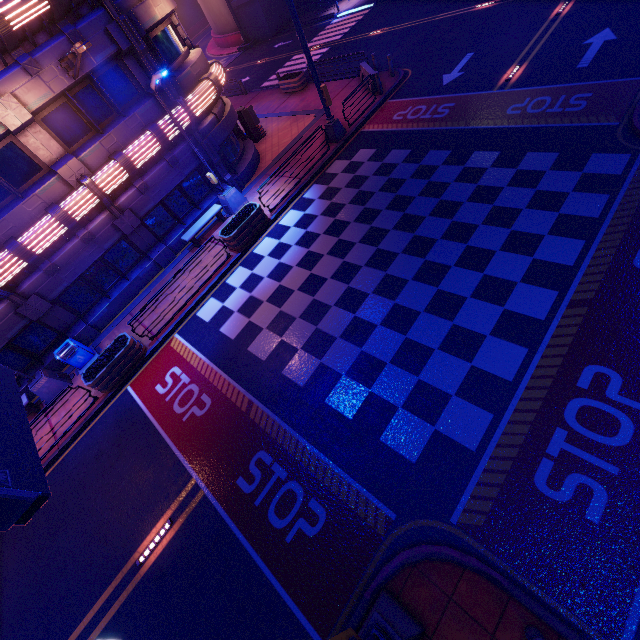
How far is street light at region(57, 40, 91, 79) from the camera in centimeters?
926cm

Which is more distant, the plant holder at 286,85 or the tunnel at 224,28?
the tunnel at 224,28

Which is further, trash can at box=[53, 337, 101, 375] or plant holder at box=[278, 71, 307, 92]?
plant holder at box=[278, 71, 307, 92]

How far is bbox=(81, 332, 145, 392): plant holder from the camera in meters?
11.8

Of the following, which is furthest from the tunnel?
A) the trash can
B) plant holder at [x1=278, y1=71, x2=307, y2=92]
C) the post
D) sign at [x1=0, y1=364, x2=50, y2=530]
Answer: the post

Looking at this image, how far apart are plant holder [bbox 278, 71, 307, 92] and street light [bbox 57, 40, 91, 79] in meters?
15.0

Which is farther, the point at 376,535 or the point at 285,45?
the point at 285,45

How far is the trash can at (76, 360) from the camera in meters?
13.1
